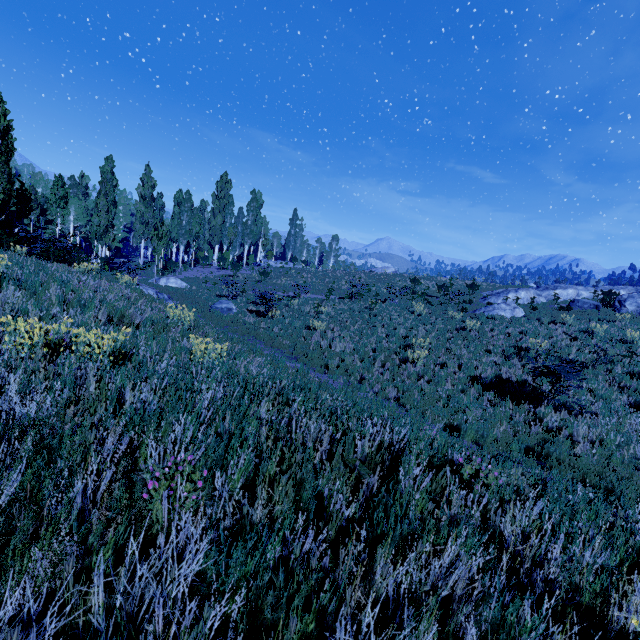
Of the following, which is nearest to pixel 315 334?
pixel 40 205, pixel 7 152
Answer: pixel 7 152

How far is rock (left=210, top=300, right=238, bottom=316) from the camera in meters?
18.3 m

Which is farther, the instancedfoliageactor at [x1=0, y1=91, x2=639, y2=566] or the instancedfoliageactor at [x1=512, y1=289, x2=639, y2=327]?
the instancedfoliageactor at [x1=512, y1=289, x2=639, y2=327]

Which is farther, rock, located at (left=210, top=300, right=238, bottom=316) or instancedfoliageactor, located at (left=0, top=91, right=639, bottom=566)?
rock, located at (left=210, top=300, right=238, bottom=316)

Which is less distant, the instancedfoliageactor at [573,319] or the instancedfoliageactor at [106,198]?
the instancedfoliageactor at [106,198]

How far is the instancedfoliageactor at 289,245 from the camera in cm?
5781

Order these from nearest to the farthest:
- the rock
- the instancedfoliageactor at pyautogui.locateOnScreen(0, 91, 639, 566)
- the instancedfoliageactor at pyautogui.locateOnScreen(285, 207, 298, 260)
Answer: the instancedfoliageactor at pyautogui.locateOnScreen(0, 91, 639, 566), the rock, the instancedfoliageactor at pyautogui.locateOnScreen(285, 207, 298, 260)

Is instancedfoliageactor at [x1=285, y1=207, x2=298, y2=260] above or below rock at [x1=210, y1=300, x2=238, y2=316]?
above
